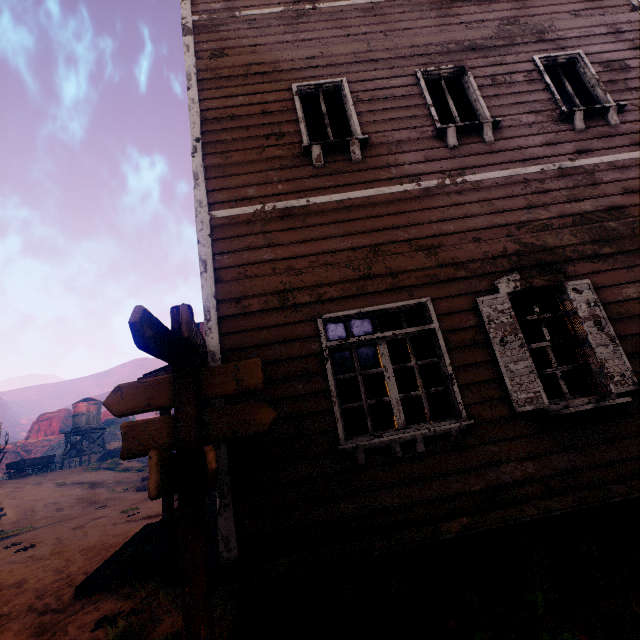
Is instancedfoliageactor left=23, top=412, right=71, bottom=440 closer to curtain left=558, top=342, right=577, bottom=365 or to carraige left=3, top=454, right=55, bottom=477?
carraige left=3, top=454, right=55, bottom=477

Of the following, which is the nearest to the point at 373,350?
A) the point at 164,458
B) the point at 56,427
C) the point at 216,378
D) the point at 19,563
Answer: the point at 216,378

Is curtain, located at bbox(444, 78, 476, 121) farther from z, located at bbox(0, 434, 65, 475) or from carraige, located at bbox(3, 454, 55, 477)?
carraige, located at bbox(3, 454, 55, 477)

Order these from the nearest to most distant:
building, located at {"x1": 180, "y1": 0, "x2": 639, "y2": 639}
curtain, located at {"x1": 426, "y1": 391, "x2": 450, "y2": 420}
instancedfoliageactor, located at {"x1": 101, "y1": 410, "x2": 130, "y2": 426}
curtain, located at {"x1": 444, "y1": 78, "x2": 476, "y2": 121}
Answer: building, located at {"x1": 180, "y1": 0, "x2": 639, "y2": 639}, curtain, located at {"x1": 426, "y1": 391, "x2": 450, "y2": 420}, curtain, located at {"x1": 444, "y1": 78, "x2": 476, "y2": 121}, instancedfoliageactor, located at {"x1": 101, "y1": 410, "x2": 130, "y2": 426}

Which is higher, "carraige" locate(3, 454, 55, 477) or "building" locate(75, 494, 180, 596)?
"carraige" locate(3, 454, 55, 477)

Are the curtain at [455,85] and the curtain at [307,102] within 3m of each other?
yes

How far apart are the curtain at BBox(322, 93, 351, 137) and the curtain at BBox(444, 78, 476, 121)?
1.70m

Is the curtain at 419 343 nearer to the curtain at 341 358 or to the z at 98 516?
the curtain at 341 358
